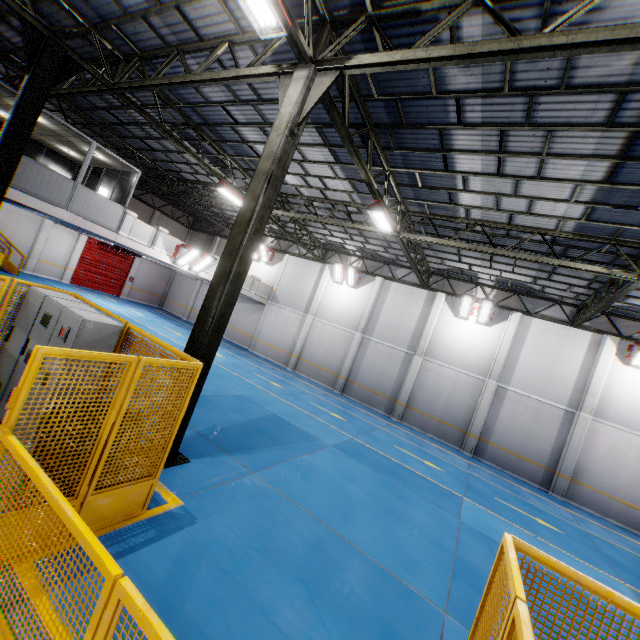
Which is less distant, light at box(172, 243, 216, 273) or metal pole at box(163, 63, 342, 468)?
metal pole at box(163, 63, 342, 468)

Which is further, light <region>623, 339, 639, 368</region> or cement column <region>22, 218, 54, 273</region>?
cement column <region>22, 218, 54, 273</region>

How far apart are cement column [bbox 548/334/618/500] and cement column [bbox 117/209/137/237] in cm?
2255

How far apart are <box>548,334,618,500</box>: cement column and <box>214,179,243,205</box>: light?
18.15m

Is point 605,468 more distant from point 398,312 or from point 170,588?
point 170,588

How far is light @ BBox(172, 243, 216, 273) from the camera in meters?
16.9

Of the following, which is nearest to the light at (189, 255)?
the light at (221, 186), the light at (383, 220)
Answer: the light at (221, 186)

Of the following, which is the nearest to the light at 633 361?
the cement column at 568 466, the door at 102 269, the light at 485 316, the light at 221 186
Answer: the cement column at 568 466
